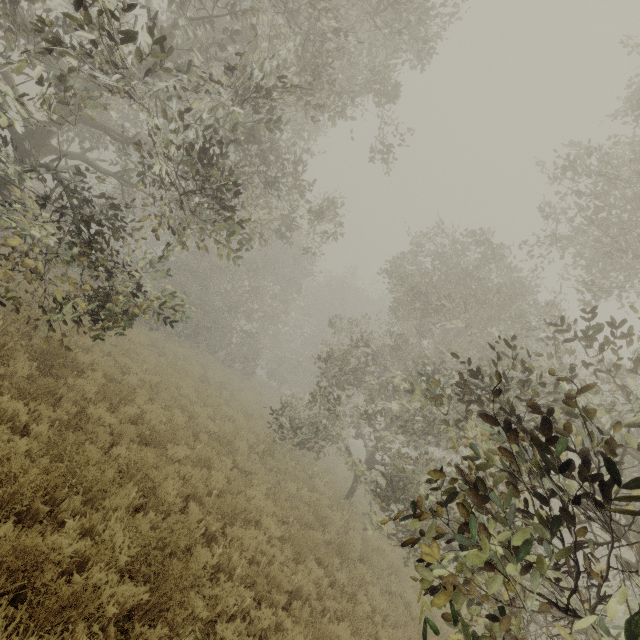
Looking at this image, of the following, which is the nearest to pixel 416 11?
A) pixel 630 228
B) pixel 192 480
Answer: pixel 630 228
